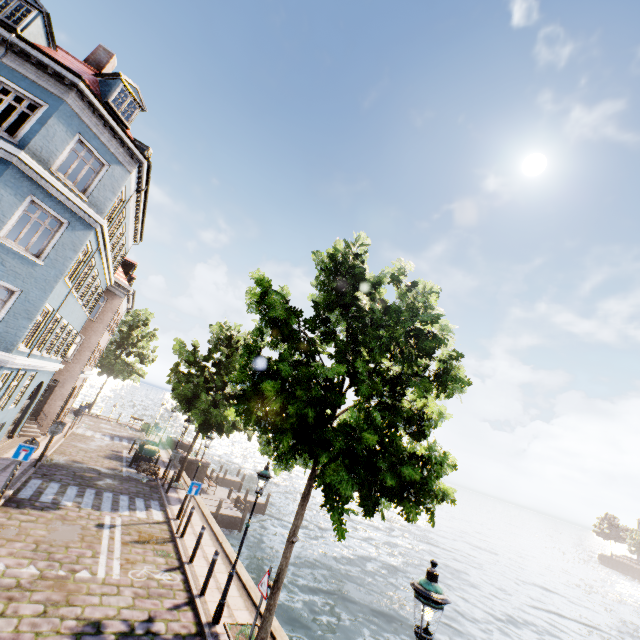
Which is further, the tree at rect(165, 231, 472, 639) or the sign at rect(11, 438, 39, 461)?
the sign at rect(11, 438, 39, 461)

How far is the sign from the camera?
10.5m

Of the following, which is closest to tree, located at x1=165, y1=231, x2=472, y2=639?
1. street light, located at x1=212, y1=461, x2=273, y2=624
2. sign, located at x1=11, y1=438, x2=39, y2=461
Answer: street light, located at x1=212, y1=461, x2=273, y2=624

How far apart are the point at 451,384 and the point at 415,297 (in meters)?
2.81

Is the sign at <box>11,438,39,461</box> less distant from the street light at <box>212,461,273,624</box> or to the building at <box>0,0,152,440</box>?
the building at <box>0,0,152,440</box>

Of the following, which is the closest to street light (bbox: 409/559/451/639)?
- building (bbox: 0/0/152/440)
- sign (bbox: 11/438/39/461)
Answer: sign (bbox: 11/438/39/461)

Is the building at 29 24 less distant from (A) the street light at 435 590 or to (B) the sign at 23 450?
(B) the sign at 23 450

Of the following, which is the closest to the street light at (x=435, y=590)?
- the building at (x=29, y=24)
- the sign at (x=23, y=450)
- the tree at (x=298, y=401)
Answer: the tree at (x=298, y=401)
